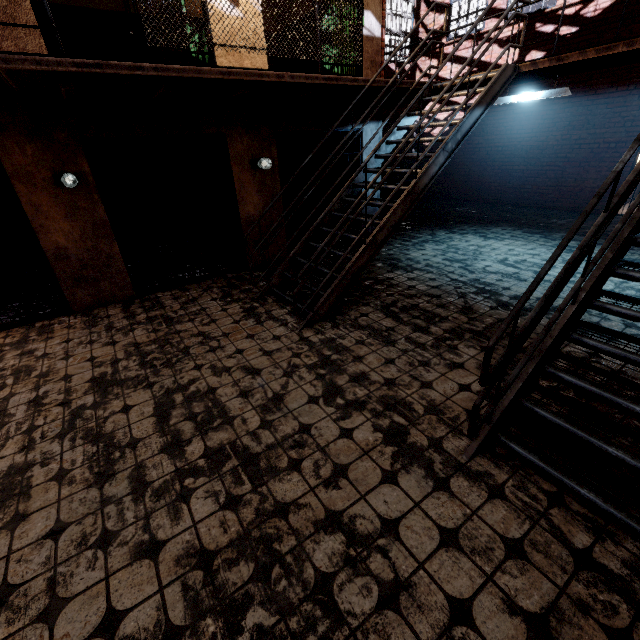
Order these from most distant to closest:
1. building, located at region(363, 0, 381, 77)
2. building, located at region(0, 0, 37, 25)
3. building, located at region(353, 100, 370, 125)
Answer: building, located at region(353, 100, 370, 125), building, located at region(363, 0, 381, 77), building, located at region(0, 0, 37, 25)

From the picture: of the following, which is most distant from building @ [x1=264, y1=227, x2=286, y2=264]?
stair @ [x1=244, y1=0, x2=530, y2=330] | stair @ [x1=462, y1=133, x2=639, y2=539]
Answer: stair @ [x1=462, y1=133, x2=639, y2=539]

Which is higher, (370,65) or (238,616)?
(370,65)

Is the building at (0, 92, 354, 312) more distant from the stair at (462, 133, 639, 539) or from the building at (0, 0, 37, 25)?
the stair at (462, 133, 639, 539)

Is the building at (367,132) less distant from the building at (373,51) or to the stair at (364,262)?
the building at (373,51)

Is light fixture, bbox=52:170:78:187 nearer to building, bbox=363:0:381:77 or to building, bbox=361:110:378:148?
building, bbox=361:110:378:148

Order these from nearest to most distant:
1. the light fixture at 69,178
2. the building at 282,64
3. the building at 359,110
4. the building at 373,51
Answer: the light fixture at 69,178 → the building at 282,64 → the building at 373,51 → the building at 359,110

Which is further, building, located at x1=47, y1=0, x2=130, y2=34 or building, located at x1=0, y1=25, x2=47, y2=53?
building, located at x1=47, y1=0, x2=130, y2=34
